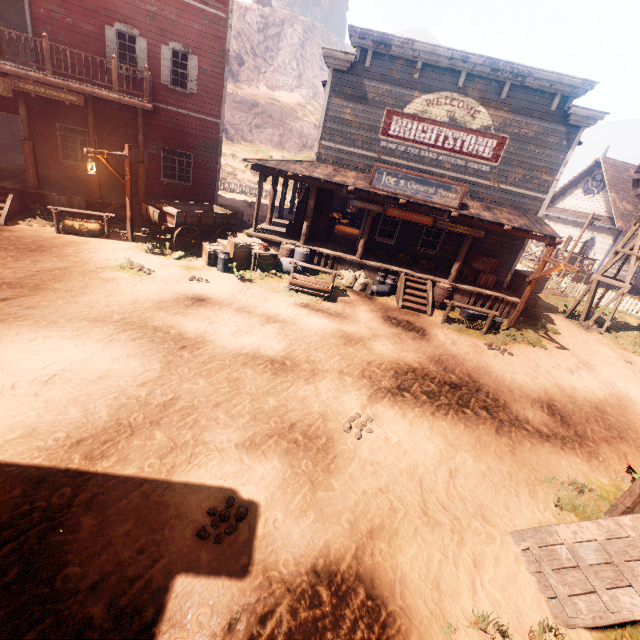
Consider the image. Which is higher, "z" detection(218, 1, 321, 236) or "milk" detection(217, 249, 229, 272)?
"z" detection(218, 1, 321, 236)

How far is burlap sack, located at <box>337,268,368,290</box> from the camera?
13.0m

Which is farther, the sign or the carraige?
the carraige

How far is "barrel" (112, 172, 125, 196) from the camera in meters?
14.4 m

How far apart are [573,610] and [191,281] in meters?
10.8

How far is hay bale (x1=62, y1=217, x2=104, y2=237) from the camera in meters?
11.5

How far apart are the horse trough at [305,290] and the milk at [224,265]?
2.2 meters

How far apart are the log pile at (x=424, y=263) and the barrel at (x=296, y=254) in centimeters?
383cm
